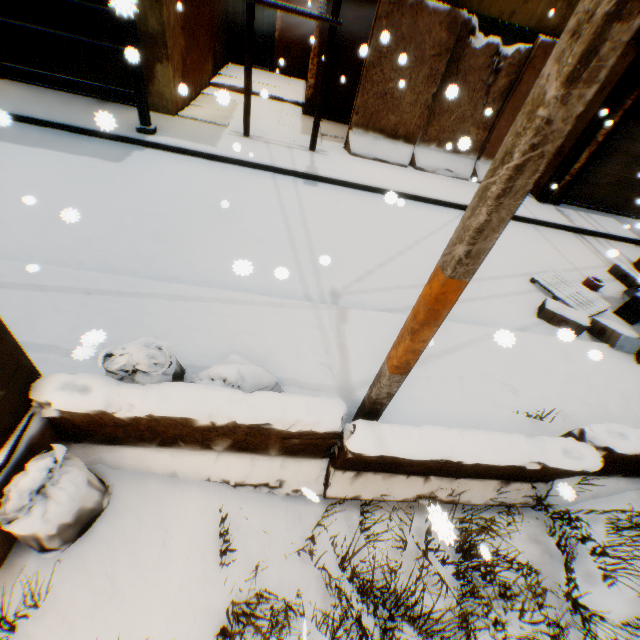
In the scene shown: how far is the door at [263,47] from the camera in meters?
13.0 m

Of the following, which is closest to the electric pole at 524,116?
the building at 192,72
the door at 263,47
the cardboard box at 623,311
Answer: the building at 192,72

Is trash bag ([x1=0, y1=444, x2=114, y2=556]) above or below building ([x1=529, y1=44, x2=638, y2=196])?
below

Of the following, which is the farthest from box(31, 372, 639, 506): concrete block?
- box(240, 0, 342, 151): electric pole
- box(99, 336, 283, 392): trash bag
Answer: box(240, 0, 342, 151): electric pole

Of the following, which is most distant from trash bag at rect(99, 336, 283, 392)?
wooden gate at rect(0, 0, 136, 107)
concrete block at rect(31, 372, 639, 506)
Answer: wooden gate at rect(0, 0, 136, 107)

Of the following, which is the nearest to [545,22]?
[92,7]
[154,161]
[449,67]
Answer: [449,67]

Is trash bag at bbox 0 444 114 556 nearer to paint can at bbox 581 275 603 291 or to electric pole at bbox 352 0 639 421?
electric pole at bbox 352 0 639 421

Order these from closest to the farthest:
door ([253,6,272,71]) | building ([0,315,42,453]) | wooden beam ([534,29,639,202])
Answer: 1. building ([0,315,42,453])
2. wooden beam ([534,29,639,202])
3. door ([253,6,272,71])
